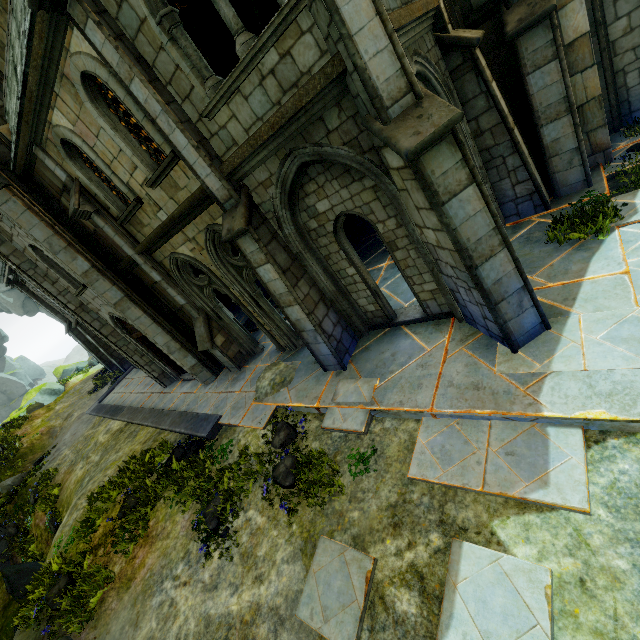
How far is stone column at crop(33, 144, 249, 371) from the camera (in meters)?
8.48

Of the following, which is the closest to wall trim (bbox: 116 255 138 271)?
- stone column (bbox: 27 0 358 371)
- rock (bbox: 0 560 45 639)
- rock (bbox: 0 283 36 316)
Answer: stone column (bbox: 27 0 358 371)

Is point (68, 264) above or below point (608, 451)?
above

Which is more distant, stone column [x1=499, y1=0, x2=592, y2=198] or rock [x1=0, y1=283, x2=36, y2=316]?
rock [x1=0, y1=283, x2=36, y2=316]

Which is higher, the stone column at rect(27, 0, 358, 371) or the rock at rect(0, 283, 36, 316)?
the rock at rect(0, 283, 36, 316)

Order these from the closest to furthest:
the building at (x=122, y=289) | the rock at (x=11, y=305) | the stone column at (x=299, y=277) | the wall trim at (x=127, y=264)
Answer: the stone column at (x=299, y=277) < the building at (x=122, y=289) < the wall trim at (x=127, y=264) < the rock at (x=11, y=305)

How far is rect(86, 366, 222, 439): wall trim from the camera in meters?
9.4

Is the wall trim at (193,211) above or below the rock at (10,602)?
above
